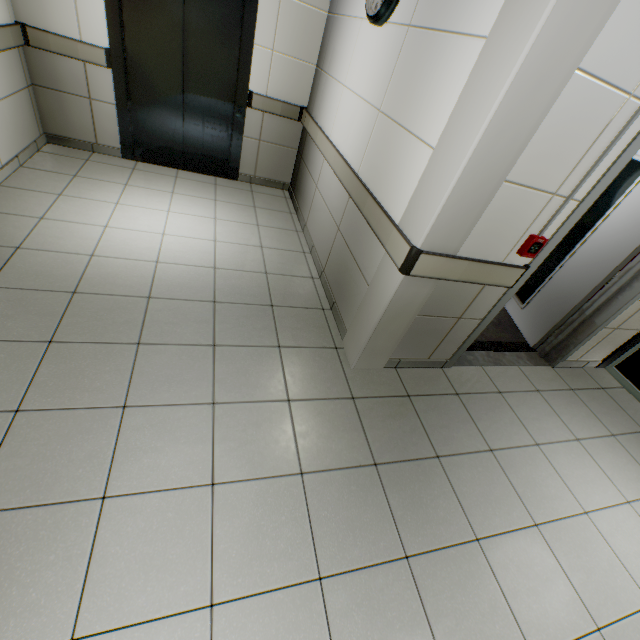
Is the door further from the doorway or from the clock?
the clock

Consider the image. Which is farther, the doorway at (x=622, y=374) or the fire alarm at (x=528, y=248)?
the doorway at (x=622, y=374)

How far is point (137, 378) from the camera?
2.0 meters

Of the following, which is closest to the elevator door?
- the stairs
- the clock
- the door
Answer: the stairs

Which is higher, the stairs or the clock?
the clock

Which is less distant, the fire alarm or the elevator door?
the fire alarm

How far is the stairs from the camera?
3.4 meters

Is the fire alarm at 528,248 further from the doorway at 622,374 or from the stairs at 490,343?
the doorway at 622,374
